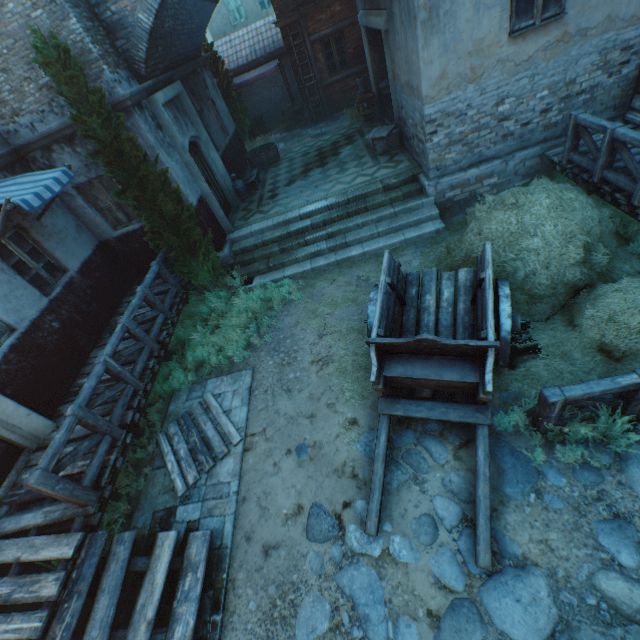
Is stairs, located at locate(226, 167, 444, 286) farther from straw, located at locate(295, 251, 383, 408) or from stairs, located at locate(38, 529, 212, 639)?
stairs, located at locate(38, 529, 212, 639)

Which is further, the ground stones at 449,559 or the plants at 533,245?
the plants at 533,245

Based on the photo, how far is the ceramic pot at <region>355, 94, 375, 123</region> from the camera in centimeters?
1236cm

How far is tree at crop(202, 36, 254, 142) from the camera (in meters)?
13.21

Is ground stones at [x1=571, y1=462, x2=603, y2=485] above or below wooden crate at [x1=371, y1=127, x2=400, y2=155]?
below

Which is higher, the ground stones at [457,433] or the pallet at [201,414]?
the pallet at [201,414]

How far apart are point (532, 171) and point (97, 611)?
11.8m

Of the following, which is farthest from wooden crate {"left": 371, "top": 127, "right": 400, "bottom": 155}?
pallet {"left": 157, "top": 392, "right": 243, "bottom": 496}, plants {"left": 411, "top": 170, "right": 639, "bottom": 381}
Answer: pallet {"left": 157, "top": 392, "right": 243, "bottom": 496}
